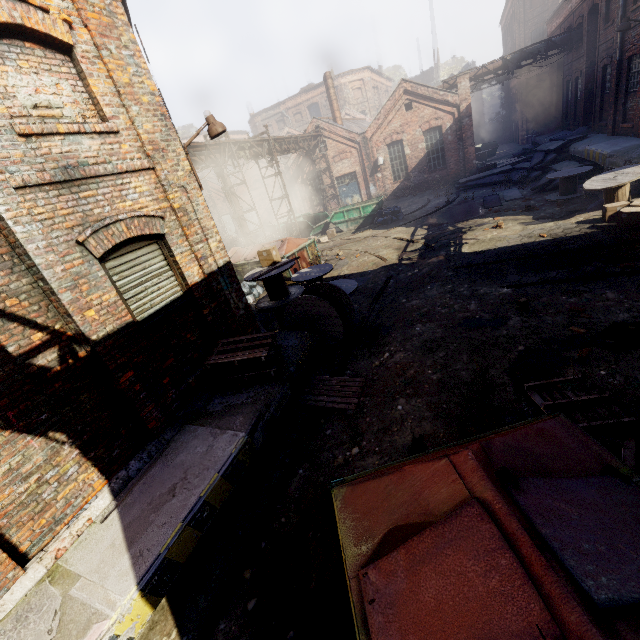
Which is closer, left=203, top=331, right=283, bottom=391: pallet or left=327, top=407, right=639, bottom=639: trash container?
left=327, top=407, right=639, bottom=639: trash container

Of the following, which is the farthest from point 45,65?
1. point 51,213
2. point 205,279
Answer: point 205,279

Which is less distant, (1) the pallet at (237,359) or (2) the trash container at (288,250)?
(1) the pallet at (237,359)

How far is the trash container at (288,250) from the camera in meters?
13.2

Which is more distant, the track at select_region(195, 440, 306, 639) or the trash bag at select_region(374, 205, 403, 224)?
the trash bag at select_region(374, 205, 403, 224)

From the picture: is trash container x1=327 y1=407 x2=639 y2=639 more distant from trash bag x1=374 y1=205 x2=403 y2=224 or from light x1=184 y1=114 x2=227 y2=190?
trash bag x1=374 y1=205 x2=403 y2=224

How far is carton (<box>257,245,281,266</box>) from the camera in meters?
9.2 m

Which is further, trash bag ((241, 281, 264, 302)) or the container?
the container
